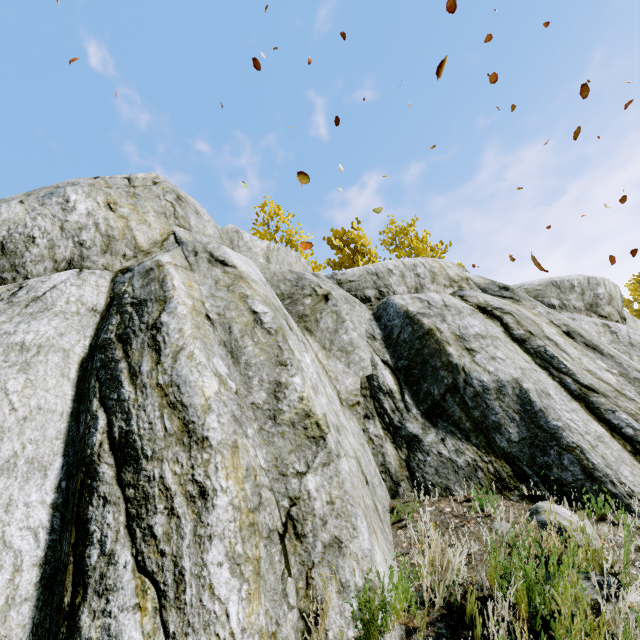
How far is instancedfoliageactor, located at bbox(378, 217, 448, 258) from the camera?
15.0m

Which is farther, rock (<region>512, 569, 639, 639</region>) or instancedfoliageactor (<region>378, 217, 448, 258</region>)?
instancedfoliageactor (<region>378, 217, 448, 258</region>)

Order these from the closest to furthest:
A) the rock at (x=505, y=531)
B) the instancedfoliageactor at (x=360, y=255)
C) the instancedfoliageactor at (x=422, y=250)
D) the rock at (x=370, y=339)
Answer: the rock at (x=370, y=339) < the rock at (x=505, y=531) < the instancedfoliageactor at (x=360, y=255) < the instancedfoliageactor at (x=422, y=250)

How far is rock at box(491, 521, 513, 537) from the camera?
2.3 meters

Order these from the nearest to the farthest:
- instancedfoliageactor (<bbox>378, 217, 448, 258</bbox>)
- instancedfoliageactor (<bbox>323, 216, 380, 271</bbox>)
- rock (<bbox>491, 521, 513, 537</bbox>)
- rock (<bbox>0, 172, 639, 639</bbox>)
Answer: rock (<bbox>0, 172, 639, 639</bbox>)
rock (<bbox>491, 521, 513, 537</bbox>)
instancedfoliageactor (<bbox>323, 216, 380, 271</bbox>)
instancedfoliageactor (<bbox>378, 217, 448, 258</bbox>)

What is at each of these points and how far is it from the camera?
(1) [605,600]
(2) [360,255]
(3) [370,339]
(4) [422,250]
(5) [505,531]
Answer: (1) rock, 1.89m
(2) instancedfoliageactor, 12.85m
(3) rock, 5.06m
(4) instancedfoliageactor, 14.20m
(5) rock, 2.72m

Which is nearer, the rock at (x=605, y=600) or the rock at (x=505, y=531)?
the rock at (x=605, y=600)
